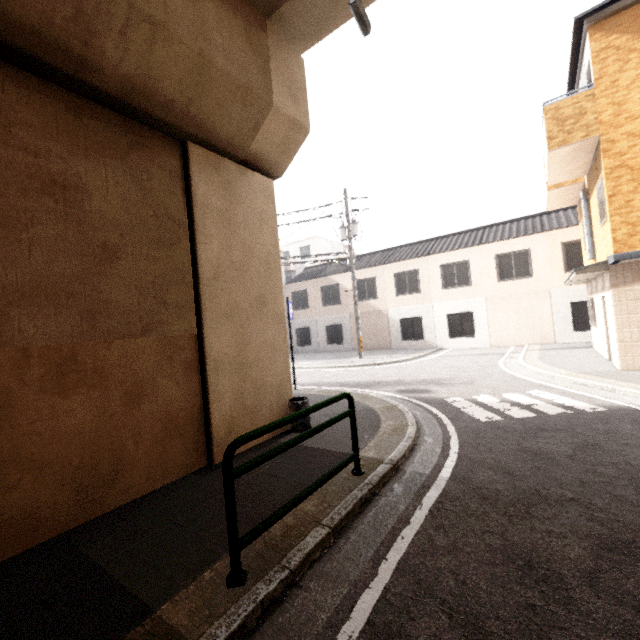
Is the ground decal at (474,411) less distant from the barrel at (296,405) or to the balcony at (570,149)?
the barrel at (296,405)

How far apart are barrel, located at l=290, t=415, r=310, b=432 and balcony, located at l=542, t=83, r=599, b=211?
9.2m

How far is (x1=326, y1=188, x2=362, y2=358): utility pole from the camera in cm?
1767

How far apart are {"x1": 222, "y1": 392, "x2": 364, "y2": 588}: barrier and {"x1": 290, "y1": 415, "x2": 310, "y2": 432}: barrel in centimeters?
187cm

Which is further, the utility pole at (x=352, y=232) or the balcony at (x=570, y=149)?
the utility pole at (x=352, y=232)

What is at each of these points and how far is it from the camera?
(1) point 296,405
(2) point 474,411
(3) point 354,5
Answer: (1) barrel, 6.0m
(2) ground decal, 6.6m
(3) window, 4.9m

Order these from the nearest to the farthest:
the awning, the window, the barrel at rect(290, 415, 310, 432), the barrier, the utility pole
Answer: the barrier < the window < the barrel at rect(290, 415, 310, 432) < the awning < the utility pole

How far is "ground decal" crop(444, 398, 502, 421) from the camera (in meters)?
6.15
